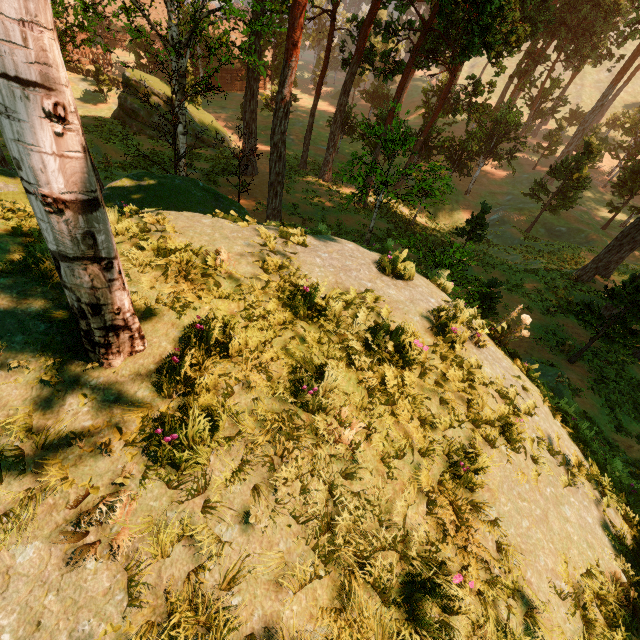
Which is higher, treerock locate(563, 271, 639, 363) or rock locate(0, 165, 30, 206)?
rock locate(0, 165, 30, 206)

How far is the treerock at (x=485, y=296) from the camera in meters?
7.1

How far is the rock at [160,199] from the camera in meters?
7.6 m

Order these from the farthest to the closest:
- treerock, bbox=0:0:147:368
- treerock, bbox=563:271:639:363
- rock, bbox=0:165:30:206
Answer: treerock, bbox=563:271:639:363 → rock, bbox=0:165:30:206 → treerock, bbox=0:0:147:368

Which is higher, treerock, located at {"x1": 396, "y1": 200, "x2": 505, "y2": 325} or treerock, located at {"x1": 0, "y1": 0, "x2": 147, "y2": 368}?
treerock, located at {"x1": 0, "y1": 0, "x2": 147, "y2": 368}

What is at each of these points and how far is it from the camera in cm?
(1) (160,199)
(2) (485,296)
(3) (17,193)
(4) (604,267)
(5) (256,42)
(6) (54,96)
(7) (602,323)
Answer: (1) rock, 808
(2) treerock, 1614
(3) rock, 738
(4) treerock, 2298
(5) treerock, 2128
(6) treerock, 175
(7) treerock, 1481

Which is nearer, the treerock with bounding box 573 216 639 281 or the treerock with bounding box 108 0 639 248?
the treerock with bounding box 108 0 639 248
